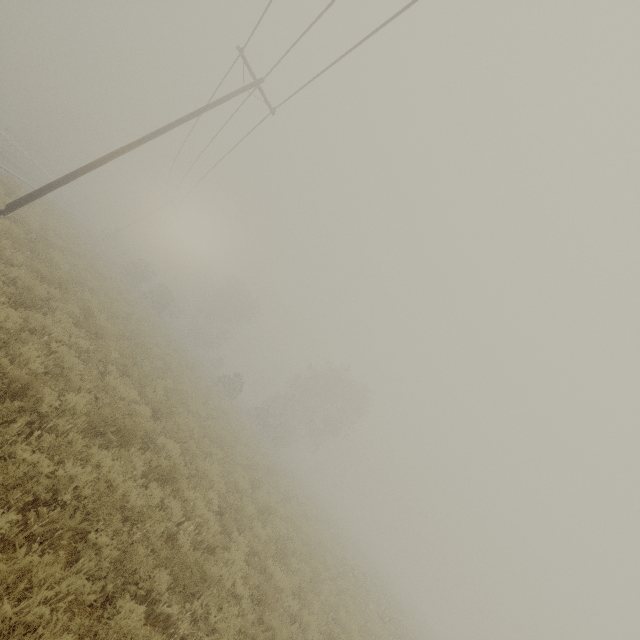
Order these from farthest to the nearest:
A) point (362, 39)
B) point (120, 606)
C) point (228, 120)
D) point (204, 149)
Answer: point (204, 149) → point (228, 120) → point (362, 39) → point (120, 606)

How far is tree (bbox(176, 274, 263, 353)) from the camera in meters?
52.2 m

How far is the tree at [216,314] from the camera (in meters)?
52.25
